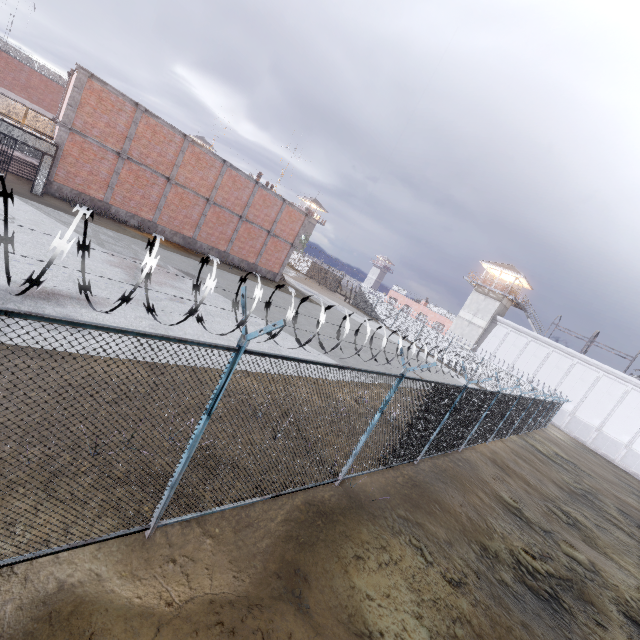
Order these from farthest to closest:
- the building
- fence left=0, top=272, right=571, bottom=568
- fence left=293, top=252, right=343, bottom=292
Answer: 1. fence left=293, top=252, right=343, bottom=292
2. the building
3. fence left=0, top=272, right=571, bottom=568

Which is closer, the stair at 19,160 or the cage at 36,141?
the cage at 36,141

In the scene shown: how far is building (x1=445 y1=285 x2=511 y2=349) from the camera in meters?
42.5

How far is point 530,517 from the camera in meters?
11.0 m

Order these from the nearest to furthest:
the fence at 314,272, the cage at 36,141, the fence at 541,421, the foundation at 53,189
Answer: the fence at 541,421
the cage at 36,141
the foundation at 53,189
the fence at 314,272

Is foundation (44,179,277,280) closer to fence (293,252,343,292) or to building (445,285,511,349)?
fence (293,252,343,292)

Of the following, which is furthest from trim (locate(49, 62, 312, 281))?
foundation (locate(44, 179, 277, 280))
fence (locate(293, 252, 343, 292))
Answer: fence (locate(293, 252, 343, 292))

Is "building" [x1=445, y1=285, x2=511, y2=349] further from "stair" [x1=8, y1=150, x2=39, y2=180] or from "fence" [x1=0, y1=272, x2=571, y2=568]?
"stair" [x1=8, y1=150, x2=39, y2=180]
